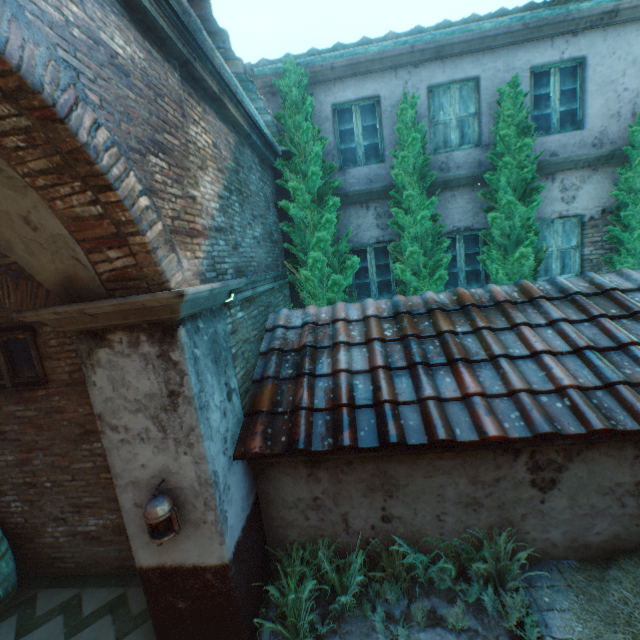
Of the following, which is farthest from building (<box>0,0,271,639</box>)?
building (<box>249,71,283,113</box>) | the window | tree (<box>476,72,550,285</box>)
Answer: building (<box>249,71,283,113</box>)

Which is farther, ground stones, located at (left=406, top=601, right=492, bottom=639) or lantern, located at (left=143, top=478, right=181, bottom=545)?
ground stones, located at (left=406, top=601, right=492, bottom=639)

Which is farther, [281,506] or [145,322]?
[281,506]

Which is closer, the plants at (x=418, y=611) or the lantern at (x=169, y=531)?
the lantern at (x=169, y=531)

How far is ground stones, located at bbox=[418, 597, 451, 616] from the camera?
3.6m

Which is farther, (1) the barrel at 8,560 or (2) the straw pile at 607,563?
(1) the barrel at 8,560

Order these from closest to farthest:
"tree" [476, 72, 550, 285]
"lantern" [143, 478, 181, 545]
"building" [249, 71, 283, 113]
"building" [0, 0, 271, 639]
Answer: "building" [0, 0, 271, 639] → "lantern" [143, 478, 181, 545] → "tree" [476, 72, 550, 285] → "building" [249, 71, 283, 113]

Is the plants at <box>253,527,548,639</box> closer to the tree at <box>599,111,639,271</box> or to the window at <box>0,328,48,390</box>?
the window at <box>0,328,48,390</box>
